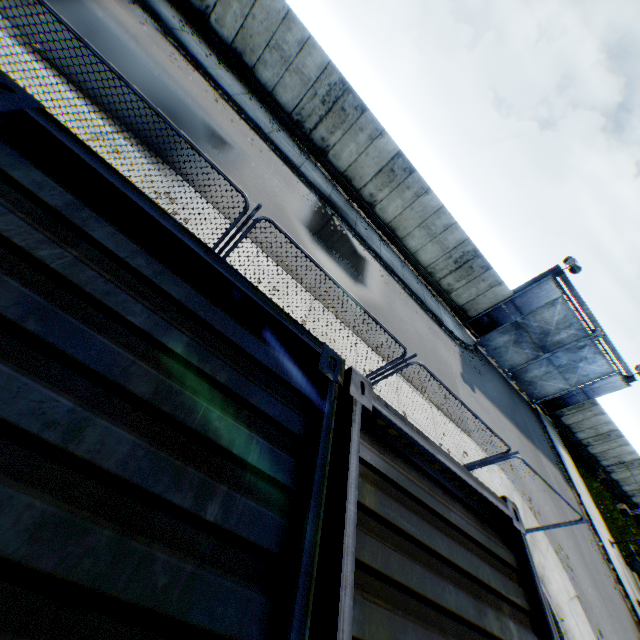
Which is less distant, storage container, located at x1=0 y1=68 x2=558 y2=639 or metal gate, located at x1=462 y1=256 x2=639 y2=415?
storage container, located at x1=0 y1=68 x2=558 y2=639

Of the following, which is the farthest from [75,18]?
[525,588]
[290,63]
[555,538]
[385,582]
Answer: [555,538]

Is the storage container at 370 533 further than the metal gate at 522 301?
No
